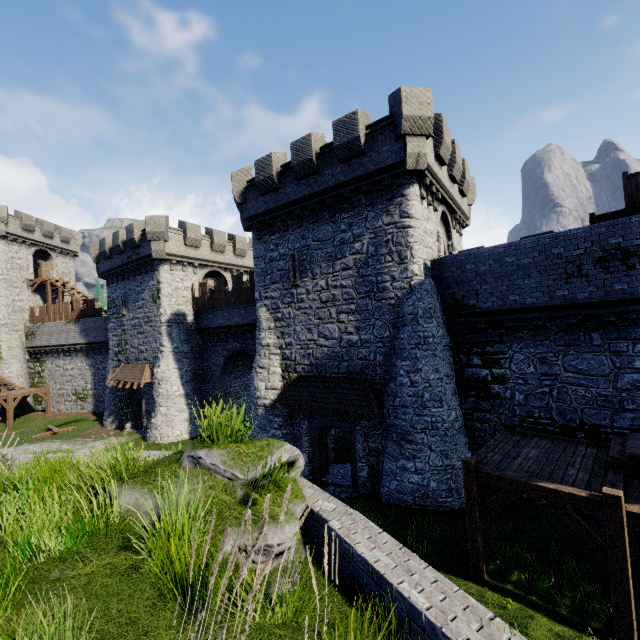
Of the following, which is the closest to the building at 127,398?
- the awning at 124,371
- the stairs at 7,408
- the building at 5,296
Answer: the awning at 124,371

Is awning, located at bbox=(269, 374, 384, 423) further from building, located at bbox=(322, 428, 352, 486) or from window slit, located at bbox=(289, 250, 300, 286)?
window slit, located at bbox=(289, 250, 300, 286)

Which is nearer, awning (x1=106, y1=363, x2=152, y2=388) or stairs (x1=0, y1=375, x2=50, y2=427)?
awning (x1=106, y1=363, x2=152, y2=388)

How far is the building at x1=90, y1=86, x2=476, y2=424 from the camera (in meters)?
13.80

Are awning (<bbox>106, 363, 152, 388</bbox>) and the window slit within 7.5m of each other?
no

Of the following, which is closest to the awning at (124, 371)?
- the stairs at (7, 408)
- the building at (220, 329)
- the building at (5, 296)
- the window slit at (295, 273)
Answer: the building at (220, 329)

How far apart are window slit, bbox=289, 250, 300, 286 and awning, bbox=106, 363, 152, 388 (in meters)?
15.46

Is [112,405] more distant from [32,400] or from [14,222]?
[14,222]
